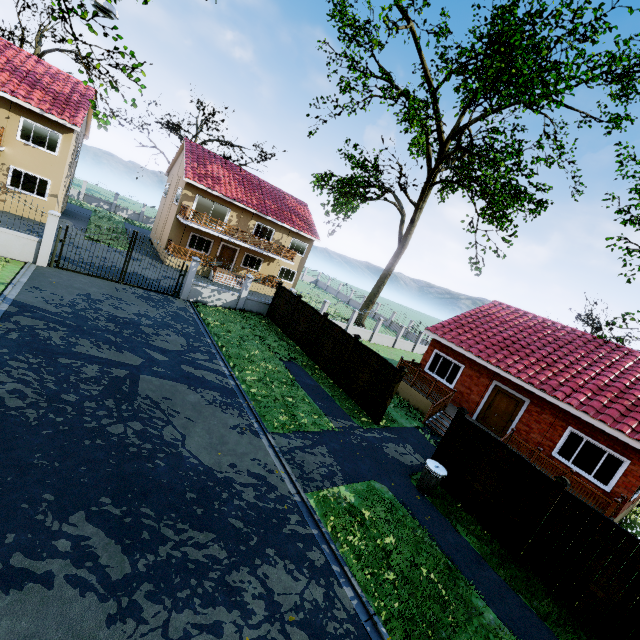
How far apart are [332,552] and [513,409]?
12.0m

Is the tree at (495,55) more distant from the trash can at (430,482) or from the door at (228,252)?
the door at (228,252)

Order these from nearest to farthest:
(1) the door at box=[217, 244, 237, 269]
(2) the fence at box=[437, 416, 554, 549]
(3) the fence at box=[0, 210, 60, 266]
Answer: (2) the fence at box=[437, 416, 554, 549] → (3) the fence at box=[0, 210, 60, 266] → (1) the door at box=[217, 244, 237, 269]

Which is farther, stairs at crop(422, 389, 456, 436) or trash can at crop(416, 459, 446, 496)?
stairs at crop(422, 389, 456, 436)

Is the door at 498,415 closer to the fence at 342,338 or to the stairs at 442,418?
the stairs at 442,418

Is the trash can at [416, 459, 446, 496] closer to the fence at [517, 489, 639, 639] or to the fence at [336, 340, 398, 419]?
the fence at [517, 489, 639, 639]

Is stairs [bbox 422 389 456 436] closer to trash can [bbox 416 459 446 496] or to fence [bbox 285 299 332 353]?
fence [bbox 285 299 332 353]

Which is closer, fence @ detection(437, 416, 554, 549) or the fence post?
the fence post
